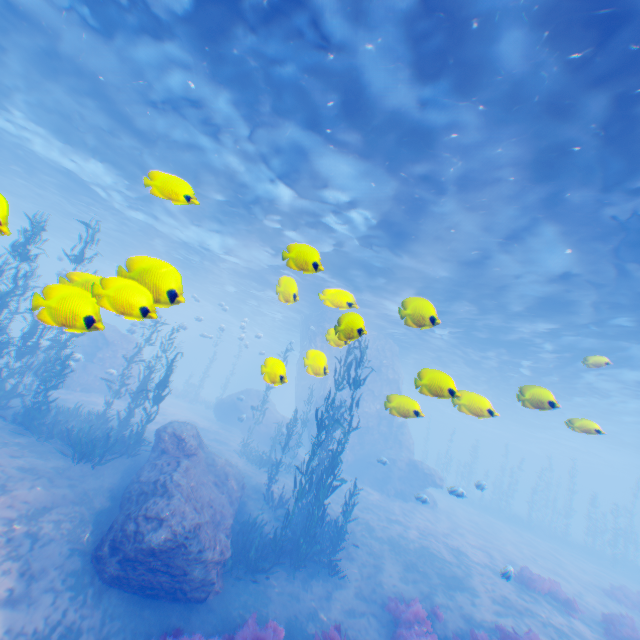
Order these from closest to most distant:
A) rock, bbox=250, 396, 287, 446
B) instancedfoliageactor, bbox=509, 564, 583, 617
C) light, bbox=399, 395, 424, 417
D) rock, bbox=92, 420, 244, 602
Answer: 1. light, bbox=399, 395, 424, 417
2. rock, bbox=92, 420, 244, 602
3. instancedfoliageactor, bbox=509, 564, 583, 617
4. rock, bbox=250, 396, 287, 446

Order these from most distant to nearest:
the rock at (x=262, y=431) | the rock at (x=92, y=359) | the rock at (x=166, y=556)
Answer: the rock at (x=262, y=431)
the rock at (x=92, y=359)
the rock at (x=166, y=556)

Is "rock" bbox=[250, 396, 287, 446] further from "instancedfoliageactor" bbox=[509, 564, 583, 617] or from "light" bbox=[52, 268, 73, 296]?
"instancedfoliageactor" bbox=[509, 564, 583, 617]

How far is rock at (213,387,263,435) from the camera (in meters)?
26.33

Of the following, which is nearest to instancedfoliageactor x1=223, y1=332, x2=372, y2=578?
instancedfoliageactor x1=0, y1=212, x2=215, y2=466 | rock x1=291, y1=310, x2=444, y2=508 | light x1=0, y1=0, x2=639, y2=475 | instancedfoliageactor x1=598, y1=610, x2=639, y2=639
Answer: rock x1=291, y1=310, x2=444, y2=508

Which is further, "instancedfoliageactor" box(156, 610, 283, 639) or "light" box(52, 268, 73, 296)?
"instancedfoliageactor" box(156, 610, 283, 639)

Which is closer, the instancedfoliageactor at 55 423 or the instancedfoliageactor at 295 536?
the instancedfoliageactor at 55 423

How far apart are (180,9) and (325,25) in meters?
4.2 m
